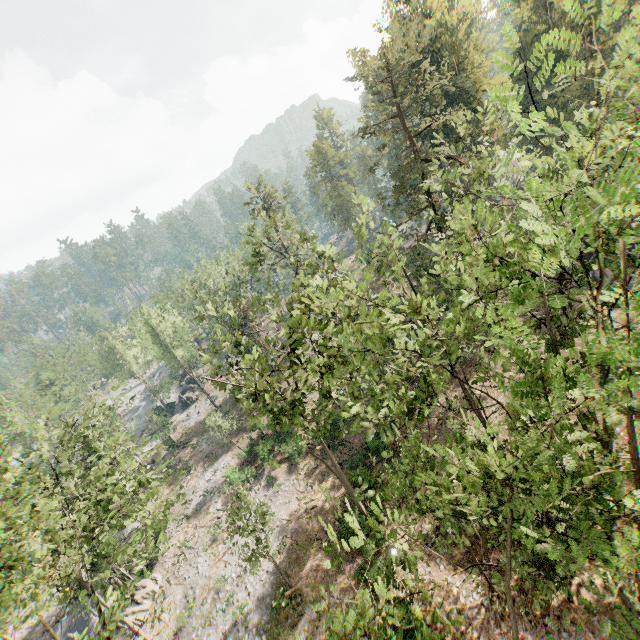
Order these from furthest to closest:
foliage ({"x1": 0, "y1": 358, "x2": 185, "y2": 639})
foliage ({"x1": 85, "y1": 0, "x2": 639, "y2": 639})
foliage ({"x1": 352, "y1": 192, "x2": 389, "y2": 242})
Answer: foliage ({"x1": 0, "y1": 358, "x2": 185, "y2": 639}) < foliage ({"x1": 352, "y1": 192, "x2": 389, "y2": 242}) < foliage ({"x1": 85, "y1": 0, "x2": 639, "y2": 639})

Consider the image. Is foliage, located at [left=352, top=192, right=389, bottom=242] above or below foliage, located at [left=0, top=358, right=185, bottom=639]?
above

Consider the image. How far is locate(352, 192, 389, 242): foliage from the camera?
12.01m

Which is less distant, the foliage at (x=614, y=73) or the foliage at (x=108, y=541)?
the foliage at (x=614, y=73)

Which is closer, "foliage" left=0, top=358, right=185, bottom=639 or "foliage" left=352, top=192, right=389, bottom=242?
"foliage" left=352, top=192, right=389, bottom=242

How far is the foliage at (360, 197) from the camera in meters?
12.0 m

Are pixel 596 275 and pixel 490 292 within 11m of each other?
no
